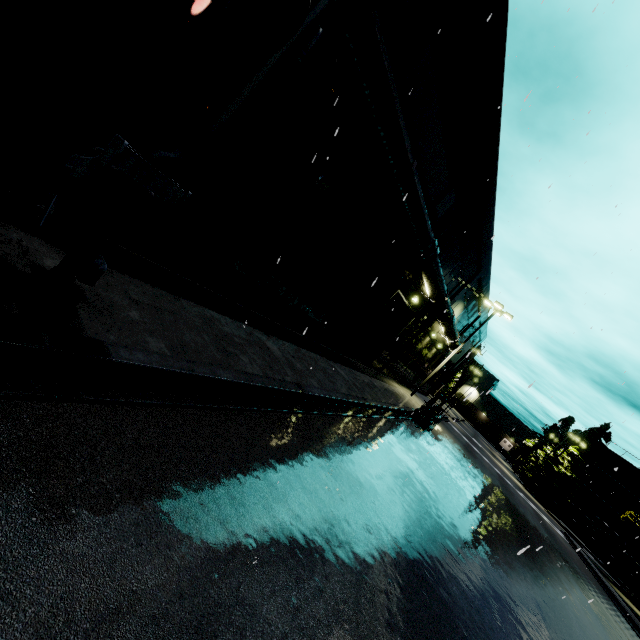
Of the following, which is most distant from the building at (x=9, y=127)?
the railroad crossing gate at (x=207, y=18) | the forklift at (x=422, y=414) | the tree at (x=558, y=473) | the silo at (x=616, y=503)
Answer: the tree at (x=558, y=473)

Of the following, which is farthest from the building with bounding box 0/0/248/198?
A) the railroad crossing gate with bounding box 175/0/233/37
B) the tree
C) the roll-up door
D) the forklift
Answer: the tree

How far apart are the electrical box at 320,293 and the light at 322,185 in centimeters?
347cm

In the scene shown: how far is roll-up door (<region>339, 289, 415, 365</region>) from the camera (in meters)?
17.63

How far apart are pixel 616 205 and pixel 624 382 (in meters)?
8.82

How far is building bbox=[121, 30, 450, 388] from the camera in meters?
7.0 m

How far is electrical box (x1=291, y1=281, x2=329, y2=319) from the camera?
11.8m
